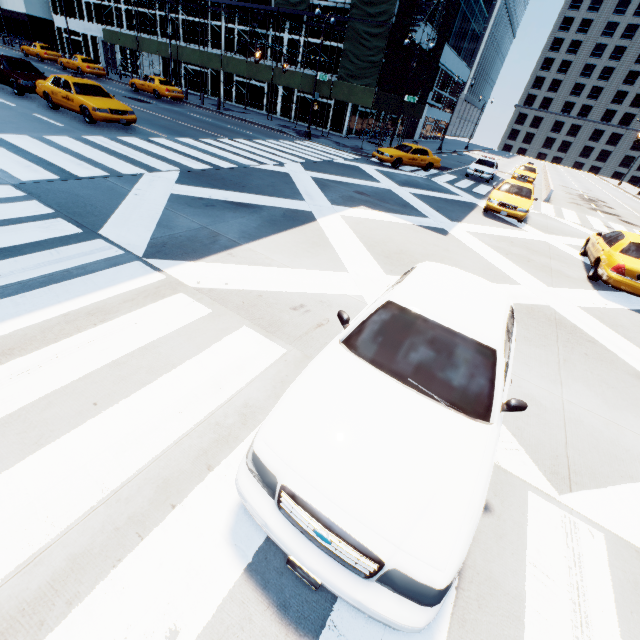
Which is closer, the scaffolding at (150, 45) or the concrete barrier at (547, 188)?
the concrete barrier at (547, 188)

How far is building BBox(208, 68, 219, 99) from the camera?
34.83m

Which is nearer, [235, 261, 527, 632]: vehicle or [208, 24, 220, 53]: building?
[235, 261, 527, 632]: vehicle

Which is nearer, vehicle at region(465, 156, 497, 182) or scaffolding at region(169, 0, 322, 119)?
vehicle at region(465, 156, 497, 182)

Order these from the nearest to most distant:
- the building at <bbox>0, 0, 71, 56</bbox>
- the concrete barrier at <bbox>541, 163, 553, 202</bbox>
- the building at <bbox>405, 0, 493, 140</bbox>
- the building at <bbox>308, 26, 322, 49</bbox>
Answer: the concrete barrier at <bbox>541, 163, 553, 202</bbox> → the building at <bbox>308, 26, 322, 49</bbox> → the building at <bbox>405, 0, 493, 140</bbox> → the building at <bbox>0, 0, 71, 56</bbox>

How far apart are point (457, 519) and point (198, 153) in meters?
15.5

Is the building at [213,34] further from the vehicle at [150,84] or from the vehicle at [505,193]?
the vehicle at [505,193]

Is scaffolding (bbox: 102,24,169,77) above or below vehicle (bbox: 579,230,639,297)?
above
